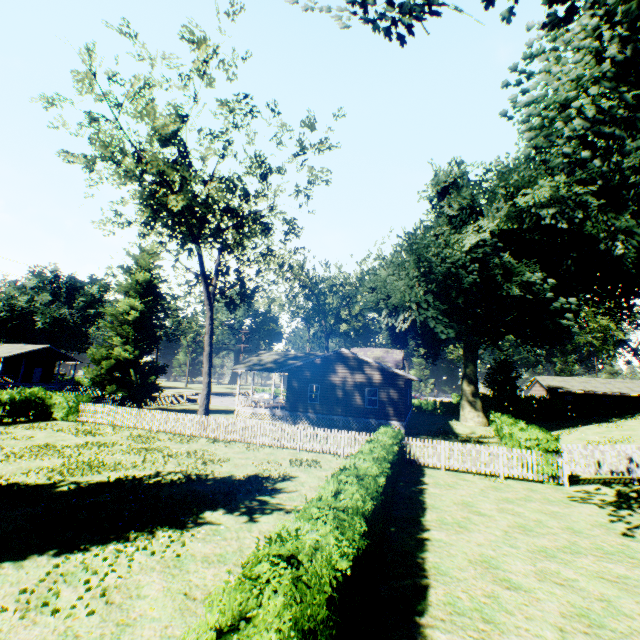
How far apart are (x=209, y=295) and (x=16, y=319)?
60.52m

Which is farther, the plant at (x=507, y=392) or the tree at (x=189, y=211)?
the plant at (x=507, y=392)

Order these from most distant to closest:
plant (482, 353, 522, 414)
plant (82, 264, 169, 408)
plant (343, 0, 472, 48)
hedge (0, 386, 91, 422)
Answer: plant (482, 353, 522, 414) < plant (82, 264, 169, 408) < hedge (0, 386, 91, 422) < plant (343, 0, 472, 48)

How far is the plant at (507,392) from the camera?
43.2m

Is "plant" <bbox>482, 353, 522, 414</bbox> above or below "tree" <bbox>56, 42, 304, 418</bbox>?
below

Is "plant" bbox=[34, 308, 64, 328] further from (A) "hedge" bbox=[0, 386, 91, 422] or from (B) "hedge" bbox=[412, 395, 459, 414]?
(A) "hedge" bbox=[0, 386, 91, 422]

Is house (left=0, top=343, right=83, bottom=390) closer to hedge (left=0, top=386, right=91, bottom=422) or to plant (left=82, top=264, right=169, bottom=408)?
plant (left=82, top=264, right=169, bottom=408)

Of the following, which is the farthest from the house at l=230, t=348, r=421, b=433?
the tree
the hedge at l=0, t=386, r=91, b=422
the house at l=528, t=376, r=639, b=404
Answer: the house at l=528, t=376, r=639, b=404
